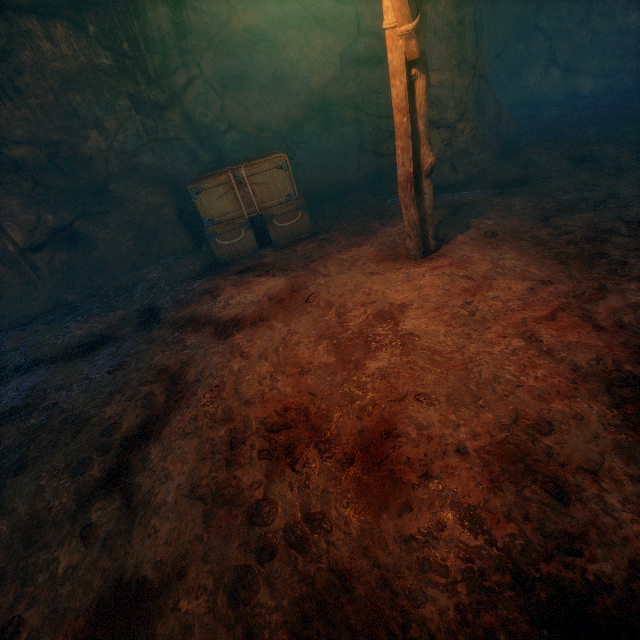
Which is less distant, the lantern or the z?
the lantern

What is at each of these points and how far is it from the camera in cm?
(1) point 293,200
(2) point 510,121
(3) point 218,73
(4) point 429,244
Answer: (1) wooden box, 677
(2) z, 933
(3) burlap sack, 858
(4) lantern, 507

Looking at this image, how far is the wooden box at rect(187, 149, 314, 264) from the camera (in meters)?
6.38

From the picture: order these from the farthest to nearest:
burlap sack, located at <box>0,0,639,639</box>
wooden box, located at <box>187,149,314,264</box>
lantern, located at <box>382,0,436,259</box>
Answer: wooden box, located at <box>187,149,314,264</box> < lantern, located at <box>382,0,436,259</box> < burlap sack, located at <box>0,0,639,639</box>

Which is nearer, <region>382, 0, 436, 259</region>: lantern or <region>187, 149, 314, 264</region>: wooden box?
<region>382, 0, 436, 259</region>: lantern

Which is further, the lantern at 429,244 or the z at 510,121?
the z at 510,121

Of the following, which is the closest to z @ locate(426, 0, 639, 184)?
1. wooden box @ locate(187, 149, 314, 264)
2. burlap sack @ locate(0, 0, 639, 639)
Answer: burlap sack @ locate(0, 0, 639, 639)

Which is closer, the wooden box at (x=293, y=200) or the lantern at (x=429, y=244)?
the lantern at (x=429, y=244)
